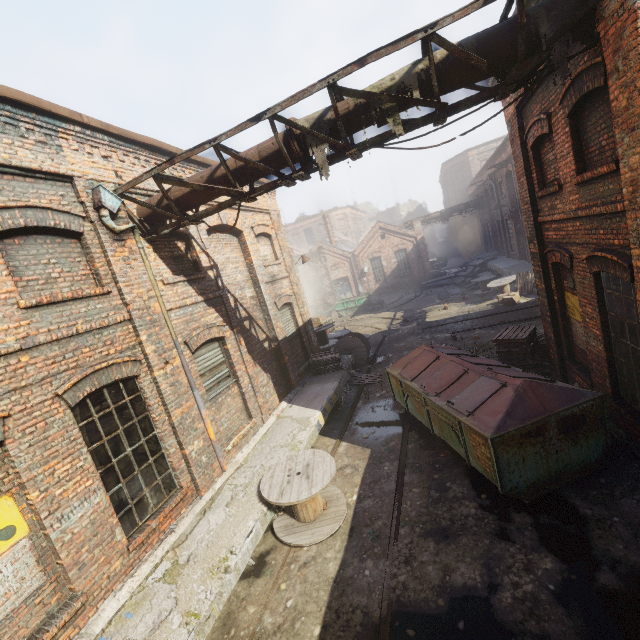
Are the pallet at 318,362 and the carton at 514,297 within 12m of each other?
yes

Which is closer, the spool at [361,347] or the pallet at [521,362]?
the pallet at [521,362]

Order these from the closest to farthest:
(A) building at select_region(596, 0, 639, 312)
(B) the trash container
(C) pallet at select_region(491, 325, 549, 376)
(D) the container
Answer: (A) building at select_region(596, 0, 639, 312), (B) the trash container, (C) pallet at select_region(491, 325, 549, 376), (D) the container

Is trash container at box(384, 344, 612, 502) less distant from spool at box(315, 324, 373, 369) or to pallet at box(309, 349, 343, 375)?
pallet at box(309, 349, 343, 375)

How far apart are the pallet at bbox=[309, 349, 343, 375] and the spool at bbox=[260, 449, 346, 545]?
Result: 5.1 meters

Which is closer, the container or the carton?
the carton

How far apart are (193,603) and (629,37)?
8.75m

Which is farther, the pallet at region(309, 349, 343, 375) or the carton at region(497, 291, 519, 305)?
the carton at region(497, 291, 519, 305)
